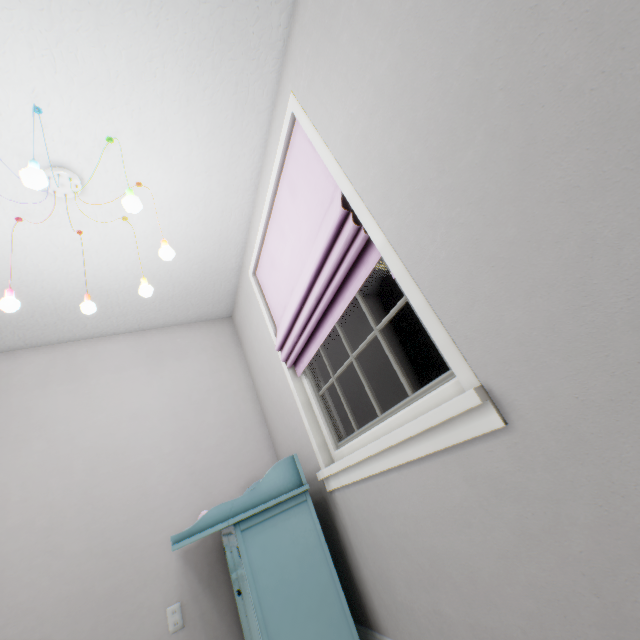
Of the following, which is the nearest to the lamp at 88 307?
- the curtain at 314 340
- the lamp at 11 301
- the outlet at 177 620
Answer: the lamp at 11 301

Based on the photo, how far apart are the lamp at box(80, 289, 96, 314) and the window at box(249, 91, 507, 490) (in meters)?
1.02

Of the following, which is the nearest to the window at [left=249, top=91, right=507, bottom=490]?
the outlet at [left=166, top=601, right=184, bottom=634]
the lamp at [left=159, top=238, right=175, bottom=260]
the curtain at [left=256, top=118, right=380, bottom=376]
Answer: the curtain at [left=256, top=118, right=380, bottom=376]

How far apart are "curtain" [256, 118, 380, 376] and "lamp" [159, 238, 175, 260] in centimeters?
63cm

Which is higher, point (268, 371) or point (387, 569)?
point (268, 371)

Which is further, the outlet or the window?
the outlet

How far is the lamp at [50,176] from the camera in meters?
1.0

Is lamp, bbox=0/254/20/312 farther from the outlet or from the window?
the outlet
